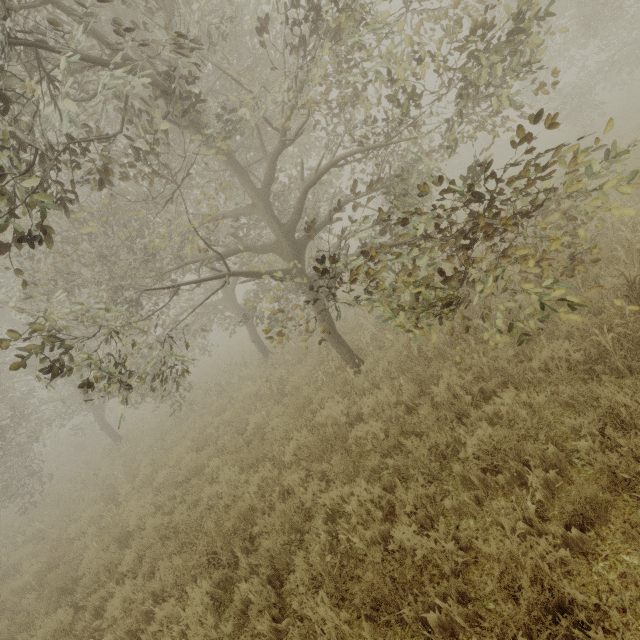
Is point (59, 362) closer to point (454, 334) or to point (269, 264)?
point (269, 264)
